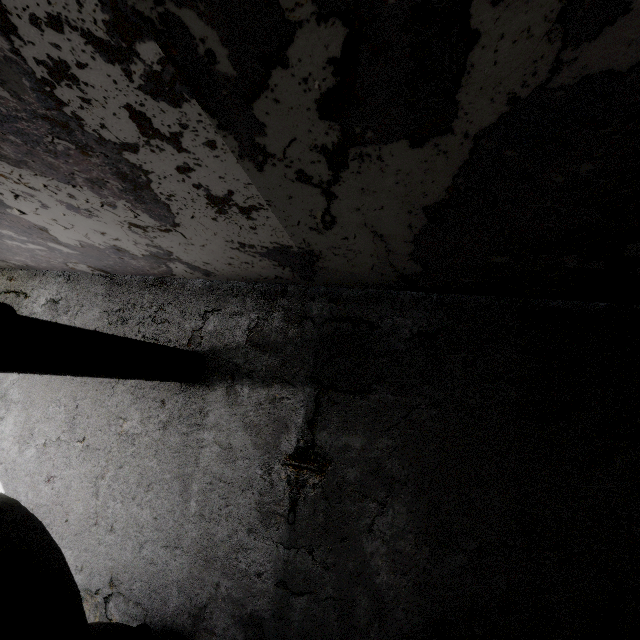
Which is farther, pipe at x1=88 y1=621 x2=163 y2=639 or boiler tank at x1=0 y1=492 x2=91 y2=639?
pipe at x1=88 y1=621 x2=163 y2=639

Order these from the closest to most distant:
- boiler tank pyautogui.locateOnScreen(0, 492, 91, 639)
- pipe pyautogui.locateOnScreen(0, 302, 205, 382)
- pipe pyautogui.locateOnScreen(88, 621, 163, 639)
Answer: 1. boiler tank pyautogui.locateOnScreen(0, 492, 91, 639)
2. pipe pyautogui.locateOnScreen(0, 302, 205, 382)
3. pipe pyautogui.locateOnScreen(88, 621, 163, 639)

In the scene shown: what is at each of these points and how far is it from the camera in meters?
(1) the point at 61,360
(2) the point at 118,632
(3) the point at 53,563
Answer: (1) pipe, 3.4 m
(2) pipe, 4.7 m
(3) boiler tank, 2.7 m

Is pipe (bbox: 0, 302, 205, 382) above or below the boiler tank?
above

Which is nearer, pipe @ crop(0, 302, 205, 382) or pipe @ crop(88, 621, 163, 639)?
pipe @ crop(0, 302, 205, 382)

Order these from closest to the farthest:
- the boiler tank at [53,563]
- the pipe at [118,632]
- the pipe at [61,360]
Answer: the boiler tank at [53,563]
the pipe at [61,360]
the pipe at [118,632]

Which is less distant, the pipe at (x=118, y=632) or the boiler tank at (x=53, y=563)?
the boiler tank at (x=53, y=563)
